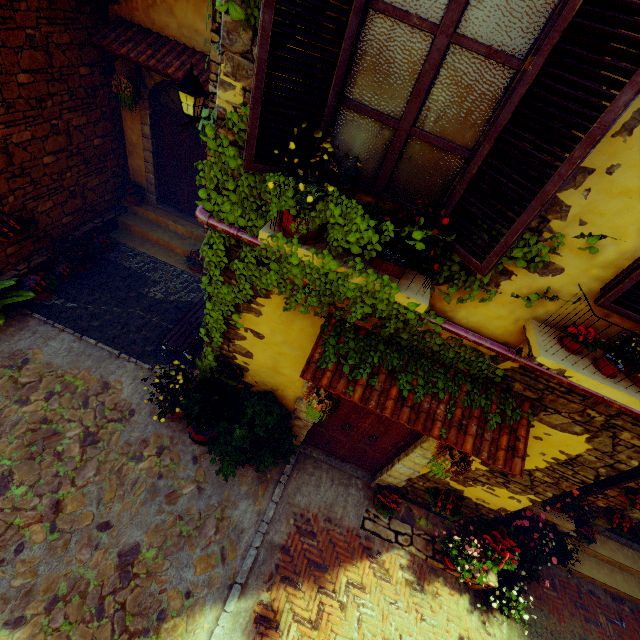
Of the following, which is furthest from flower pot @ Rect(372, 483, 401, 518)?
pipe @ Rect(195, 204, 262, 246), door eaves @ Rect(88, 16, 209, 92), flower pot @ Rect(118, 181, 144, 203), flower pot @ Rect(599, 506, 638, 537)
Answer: flower pot @ Rect(118, 181, 144, 203)

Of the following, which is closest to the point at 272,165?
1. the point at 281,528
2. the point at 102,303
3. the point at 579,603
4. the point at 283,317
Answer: the point at 283,317

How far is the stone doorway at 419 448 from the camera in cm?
464

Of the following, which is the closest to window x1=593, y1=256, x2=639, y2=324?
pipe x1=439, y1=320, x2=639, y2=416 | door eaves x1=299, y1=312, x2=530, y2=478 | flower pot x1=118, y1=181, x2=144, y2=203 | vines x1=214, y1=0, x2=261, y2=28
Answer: vines x1=214, y1=0, x2=261, y2=28

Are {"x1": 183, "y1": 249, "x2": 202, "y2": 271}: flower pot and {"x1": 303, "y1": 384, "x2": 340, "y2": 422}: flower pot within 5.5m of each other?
yes

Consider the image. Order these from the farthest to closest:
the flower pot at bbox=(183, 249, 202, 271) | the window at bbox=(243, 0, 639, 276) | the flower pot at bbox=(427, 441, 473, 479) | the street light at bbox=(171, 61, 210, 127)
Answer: the flower pot at bbox=(183, 249, 202, 271)
the street light at bbox=(171, 61, 210, 127)
the flower pot at bbox=(427, 441, 473, 479)
the window at bbox=(243, 0, 639, 276)

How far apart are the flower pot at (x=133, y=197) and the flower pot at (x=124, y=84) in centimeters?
188cm

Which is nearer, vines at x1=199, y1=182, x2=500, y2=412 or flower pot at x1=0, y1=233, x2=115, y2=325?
vines at x1=199, y1=182, x2=500, y2=412
